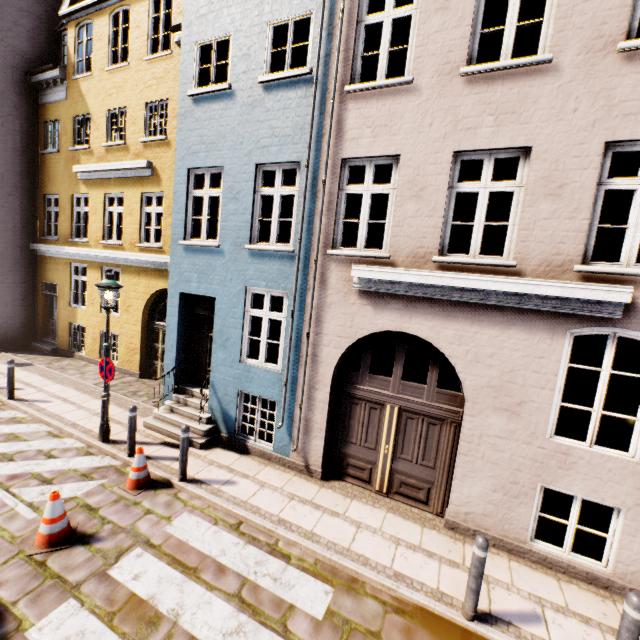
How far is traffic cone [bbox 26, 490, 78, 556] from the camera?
4.6m

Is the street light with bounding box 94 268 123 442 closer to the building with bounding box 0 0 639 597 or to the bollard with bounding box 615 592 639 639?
the building with bounding box 0 0 639 597

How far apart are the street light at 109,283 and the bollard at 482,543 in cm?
743

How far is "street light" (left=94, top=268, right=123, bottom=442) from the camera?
6.8m

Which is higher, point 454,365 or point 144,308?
point 454,365

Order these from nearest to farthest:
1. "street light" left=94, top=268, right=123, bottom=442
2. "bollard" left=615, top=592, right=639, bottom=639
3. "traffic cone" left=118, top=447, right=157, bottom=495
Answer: "bollard" left=615, top=592, right=639, bottom=639
"traffic cone" left=118, top=447, right=157, bottom=495
"street light" left=94, top=268, right=123, bottom=442

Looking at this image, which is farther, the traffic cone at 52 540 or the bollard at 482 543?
the traffic cone at 52 540

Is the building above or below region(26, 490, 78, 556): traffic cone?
above
